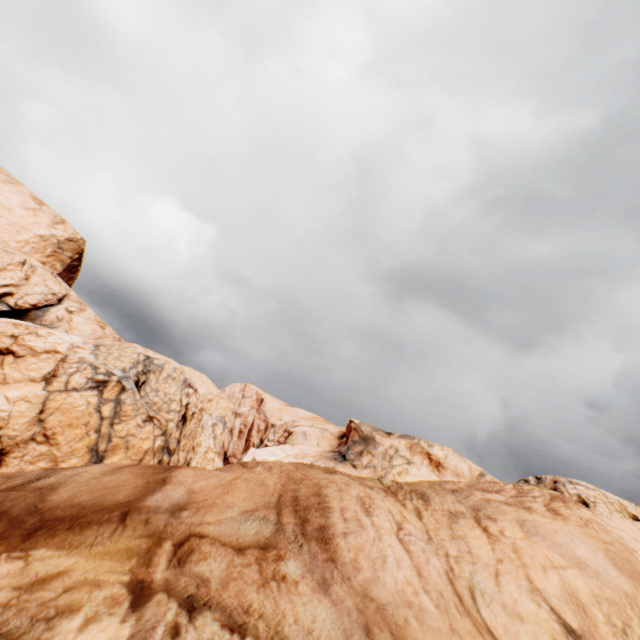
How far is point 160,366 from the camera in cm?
3481
